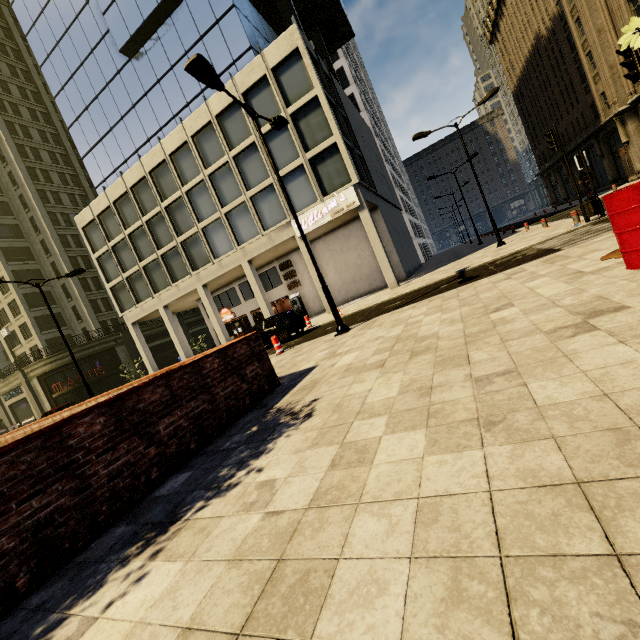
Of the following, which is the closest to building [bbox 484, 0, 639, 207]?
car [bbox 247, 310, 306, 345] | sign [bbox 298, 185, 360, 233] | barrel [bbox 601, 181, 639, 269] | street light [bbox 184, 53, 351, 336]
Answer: sign [bbox 298, 185, 360, 233]

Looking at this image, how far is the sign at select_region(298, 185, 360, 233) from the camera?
20.16m

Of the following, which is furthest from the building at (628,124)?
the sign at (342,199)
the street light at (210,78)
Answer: the street light at (210,78)

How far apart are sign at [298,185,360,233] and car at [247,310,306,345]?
7.29m

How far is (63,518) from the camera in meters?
3.1 m

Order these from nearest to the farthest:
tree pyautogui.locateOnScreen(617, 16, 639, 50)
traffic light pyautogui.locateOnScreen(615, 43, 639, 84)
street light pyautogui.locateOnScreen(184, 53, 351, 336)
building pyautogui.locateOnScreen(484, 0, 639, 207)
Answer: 1. tree pyautogui.locateOnScreen(617, 16, 639, 50)
2. traffic light pyautogui.locateOnScreen(615, 43, 639, 84)
3. street light pyautogui.locateOnScreen(184, 53, 351, 336)
4. building pyautogui.locateOnScreen(484, 0, 639, 207)

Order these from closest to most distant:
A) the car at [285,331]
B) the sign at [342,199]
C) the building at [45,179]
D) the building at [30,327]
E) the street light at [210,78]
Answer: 1. the street light at [210,78]
2. the car at [285,331]
3. the sign at [342,199]
4. the building at [45,179]
5. the building at [30,327]

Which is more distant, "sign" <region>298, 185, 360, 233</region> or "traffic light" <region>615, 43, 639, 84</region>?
"sign" <region>298, 185, 360, 233</region>
